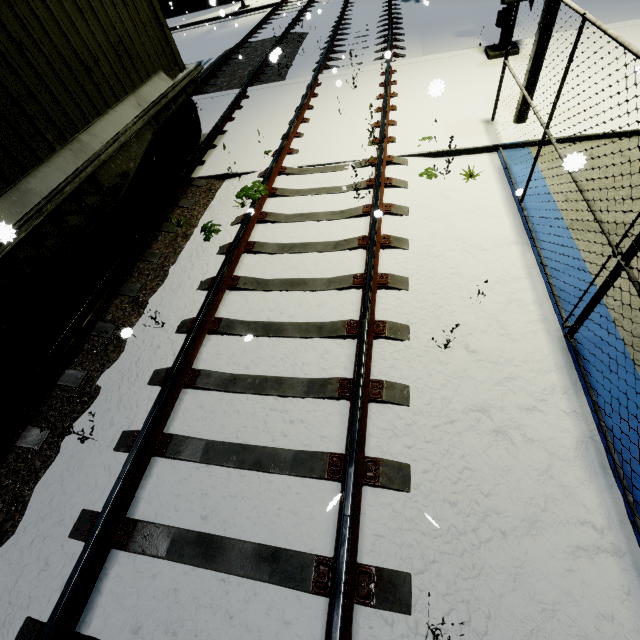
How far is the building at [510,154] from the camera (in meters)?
5.03

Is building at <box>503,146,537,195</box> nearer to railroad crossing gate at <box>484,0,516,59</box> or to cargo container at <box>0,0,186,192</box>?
cargo container at <box>0,0,186,192</box>

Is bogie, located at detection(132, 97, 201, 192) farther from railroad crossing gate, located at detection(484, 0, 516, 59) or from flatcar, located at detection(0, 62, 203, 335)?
railroad crossing gate, located at detection(484, 0, 516, 59)

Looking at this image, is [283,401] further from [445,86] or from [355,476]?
[445,86]

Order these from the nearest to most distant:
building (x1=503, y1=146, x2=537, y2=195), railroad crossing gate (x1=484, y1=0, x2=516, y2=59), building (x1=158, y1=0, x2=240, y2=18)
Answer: building (x1=503, y1=146, x2=537, y2=195) → railroad crossing gate (x1=484, y1=0, x2=516, y2=59) → building (x1=158, y1=0, x2=240, y2=18)

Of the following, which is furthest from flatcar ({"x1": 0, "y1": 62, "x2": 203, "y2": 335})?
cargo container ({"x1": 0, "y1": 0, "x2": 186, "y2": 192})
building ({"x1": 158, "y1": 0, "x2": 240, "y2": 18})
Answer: building ({"x1": 158, "y1": 0, "x2": 240, "y2": 18})

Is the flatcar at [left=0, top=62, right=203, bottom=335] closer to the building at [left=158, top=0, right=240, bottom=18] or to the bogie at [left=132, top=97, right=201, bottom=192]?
the bogie at [left=132, top=97, right=201, bottom=192]

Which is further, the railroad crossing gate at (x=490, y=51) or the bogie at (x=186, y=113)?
the railroad crossing gate at (x=490, y=51)
